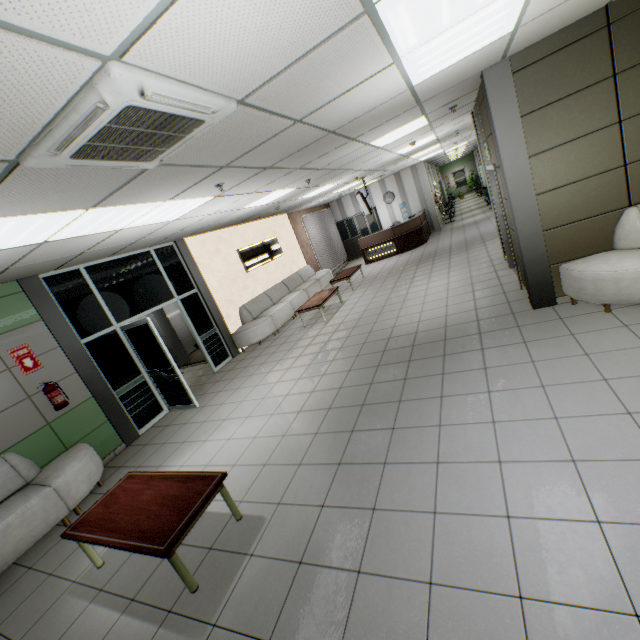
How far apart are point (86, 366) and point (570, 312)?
7.6 meters

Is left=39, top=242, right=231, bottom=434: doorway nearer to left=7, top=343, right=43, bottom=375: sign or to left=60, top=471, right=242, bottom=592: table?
left=7, top=343, right=43, bottom=375: sign

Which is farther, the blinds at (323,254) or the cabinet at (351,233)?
the cabinet at (351,233)

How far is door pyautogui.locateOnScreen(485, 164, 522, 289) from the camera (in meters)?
5.28

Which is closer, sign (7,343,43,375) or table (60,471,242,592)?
table (60,471,242,592)

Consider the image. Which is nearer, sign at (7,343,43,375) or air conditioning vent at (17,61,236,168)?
air conditioning vent at (17,61,236,168)

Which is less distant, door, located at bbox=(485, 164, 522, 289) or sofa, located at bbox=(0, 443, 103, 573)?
sofa, located at bbox=(0, 443, 103, 573)

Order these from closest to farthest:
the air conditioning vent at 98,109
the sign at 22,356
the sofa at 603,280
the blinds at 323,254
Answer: the air conditioning vent at 98,109
the sofa at 603,280
the sign at 22,356
the blinds at 323,254
